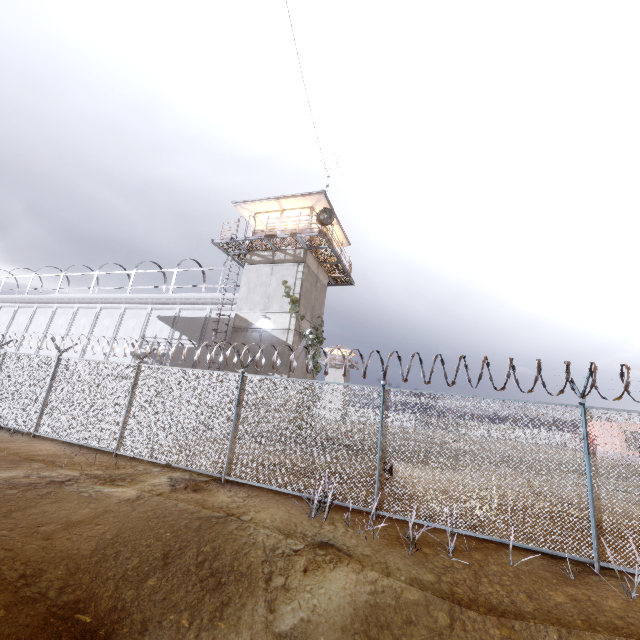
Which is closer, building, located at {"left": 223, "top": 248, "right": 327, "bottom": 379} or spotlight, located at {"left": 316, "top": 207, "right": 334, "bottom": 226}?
spotlight, located at {"left": 316, "top": 207, "right": 334, "bottom": 226}

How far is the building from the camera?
17.4m

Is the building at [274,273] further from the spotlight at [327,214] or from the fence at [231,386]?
the fence at [231,386]

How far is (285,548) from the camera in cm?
545

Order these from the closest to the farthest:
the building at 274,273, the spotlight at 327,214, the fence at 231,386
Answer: the fence at 231,386 < the spotlight at 327,214 < the building at 274,273

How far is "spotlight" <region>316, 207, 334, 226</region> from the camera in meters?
16.7

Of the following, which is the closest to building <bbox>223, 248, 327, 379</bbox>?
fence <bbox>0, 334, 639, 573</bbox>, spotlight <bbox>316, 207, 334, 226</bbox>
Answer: spotlight <bbox>316, 207, 334, 226</bbox>

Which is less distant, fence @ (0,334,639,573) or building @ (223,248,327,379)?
fence @ (0,334,639,573)
